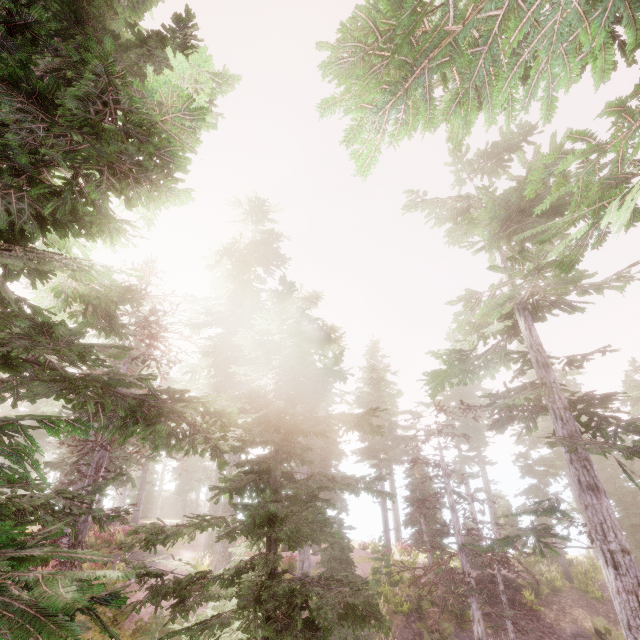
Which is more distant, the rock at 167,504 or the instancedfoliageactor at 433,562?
the rock at 167,504

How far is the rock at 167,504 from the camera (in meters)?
42.50

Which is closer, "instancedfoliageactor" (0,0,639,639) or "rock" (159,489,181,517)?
"instancedfoliageactor" (0,0,639,639)

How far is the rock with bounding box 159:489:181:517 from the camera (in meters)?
42.50

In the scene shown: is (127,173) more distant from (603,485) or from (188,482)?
(188,482)
